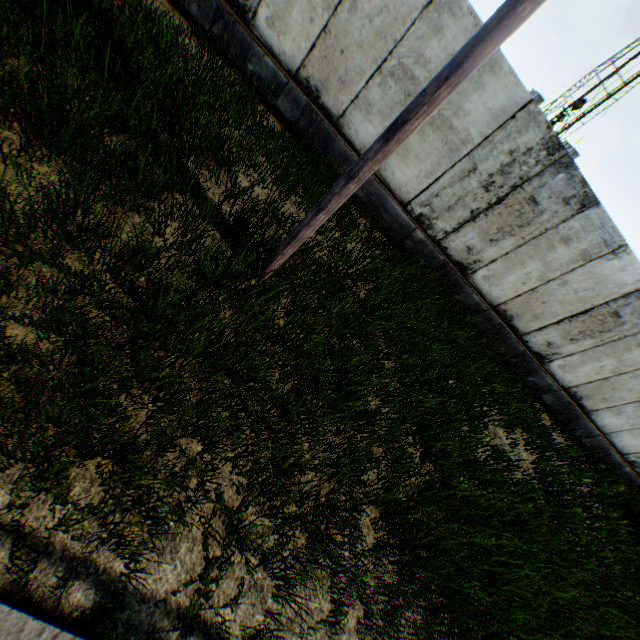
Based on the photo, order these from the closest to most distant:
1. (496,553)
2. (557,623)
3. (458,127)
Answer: (496,553) < (557,623) < (458,127)
